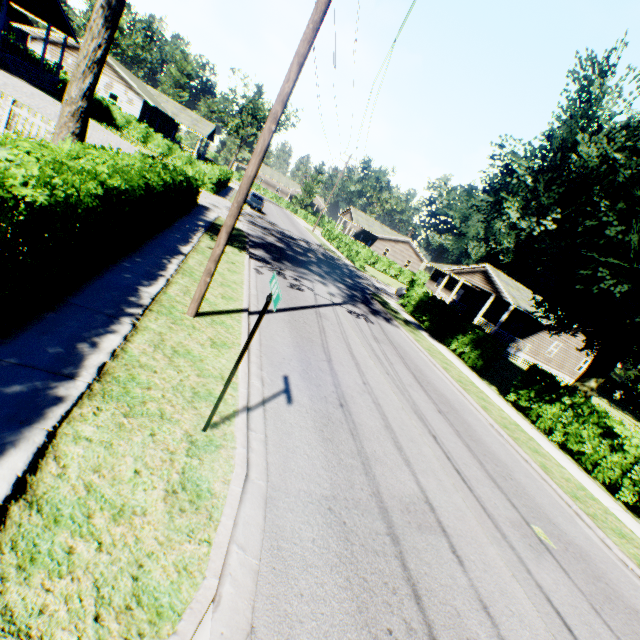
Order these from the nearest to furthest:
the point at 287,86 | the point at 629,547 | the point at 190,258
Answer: the point at 287,86 → the point at 629,547 → the point at 190,258

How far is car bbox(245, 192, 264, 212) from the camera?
34.1 meters

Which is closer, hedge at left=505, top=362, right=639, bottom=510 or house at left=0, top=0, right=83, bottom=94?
hedge at left=505, top=362, right=639, bottom=510

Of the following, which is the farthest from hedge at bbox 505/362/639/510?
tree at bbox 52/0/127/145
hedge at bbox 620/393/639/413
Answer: hedge at bbox 620/393/639/413

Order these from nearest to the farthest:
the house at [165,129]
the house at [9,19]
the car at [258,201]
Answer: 1. the house at [9,19]
2. the house at [165,129]
3. the car at [258,201]

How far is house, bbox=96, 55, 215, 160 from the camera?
33.2 meters

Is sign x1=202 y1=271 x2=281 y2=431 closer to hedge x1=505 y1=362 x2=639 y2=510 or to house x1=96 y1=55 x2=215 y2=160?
hedge x1=505 y1=362 x2=639 y2=510

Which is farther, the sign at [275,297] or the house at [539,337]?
the house at [539,337]
